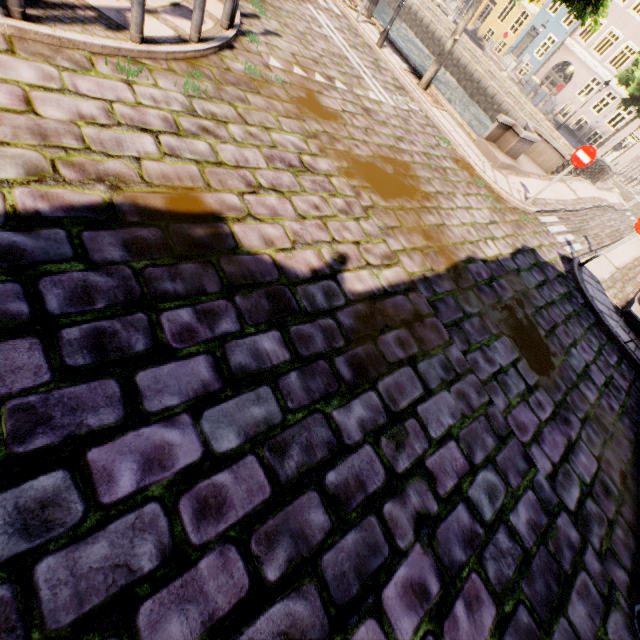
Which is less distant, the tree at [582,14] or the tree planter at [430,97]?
the tree at [582,14]

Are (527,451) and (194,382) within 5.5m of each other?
yes

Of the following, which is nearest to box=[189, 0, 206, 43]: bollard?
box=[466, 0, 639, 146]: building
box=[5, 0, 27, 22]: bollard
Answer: box=[5, 0, 27, 22]: bollard

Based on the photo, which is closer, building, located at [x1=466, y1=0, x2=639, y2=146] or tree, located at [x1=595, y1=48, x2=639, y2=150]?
tree, located at [x1=595, y1=48, x2=639, y2=150]

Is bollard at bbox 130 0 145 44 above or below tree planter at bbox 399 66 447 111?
above

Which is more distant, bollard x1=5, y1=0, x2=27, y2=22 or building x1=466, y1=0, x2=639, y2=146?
building x1=466, y1=0, x2=639, y2=146

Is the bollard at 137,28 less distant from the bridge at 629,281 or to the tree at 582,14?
the tree at 582,14

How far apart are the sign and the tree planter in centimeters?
427cm
